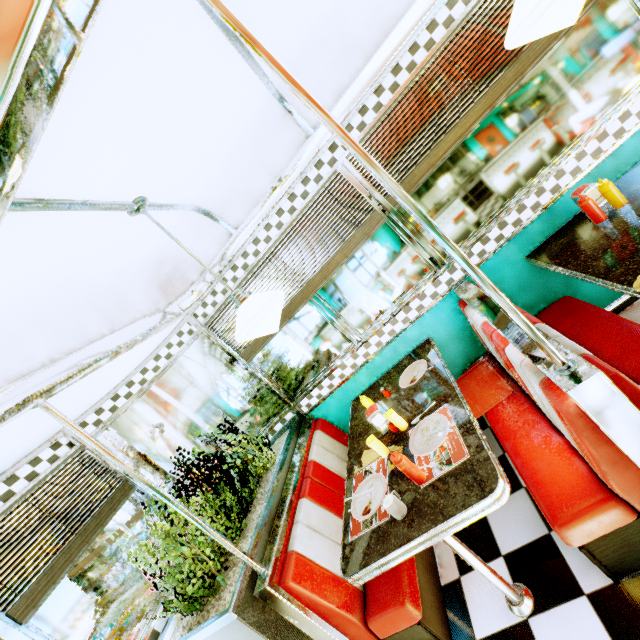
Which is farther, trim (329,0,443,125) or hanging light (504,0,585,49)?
trim (329,0,443,125)

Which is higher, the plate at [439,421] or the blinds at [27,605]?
the blinds at [27,605]

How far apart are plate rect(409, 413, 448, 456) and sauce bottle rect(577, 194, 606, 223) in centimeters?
169cm

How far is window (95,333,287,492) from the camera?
2.9m

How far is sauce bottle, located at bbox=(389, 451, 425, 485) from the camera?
1.7 meters

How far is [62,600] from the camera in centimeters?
199cm

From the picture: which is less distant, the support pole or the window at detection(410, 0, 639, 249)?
the support pole

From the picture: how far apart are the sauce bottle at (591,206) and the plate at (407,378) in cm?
151
